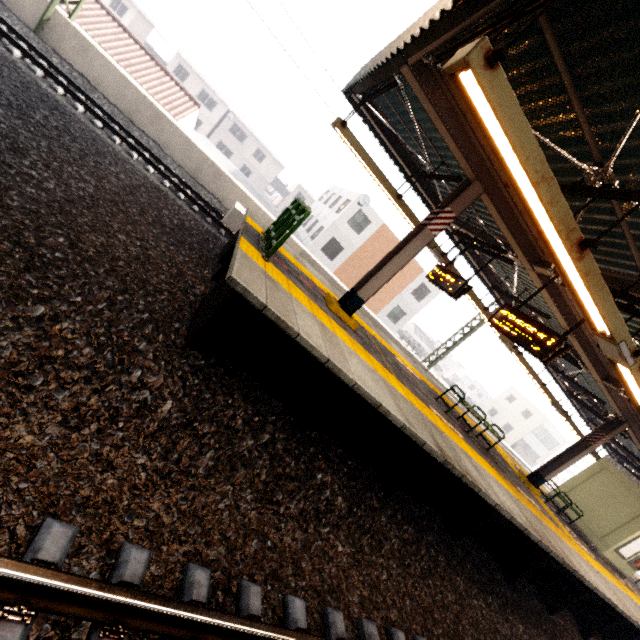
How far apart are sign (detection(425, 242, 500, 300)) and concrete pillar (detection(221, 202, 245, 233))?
5.5m

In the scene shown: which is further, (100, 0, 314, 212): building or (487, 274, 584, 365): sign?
(100, 0, 314, 212): building

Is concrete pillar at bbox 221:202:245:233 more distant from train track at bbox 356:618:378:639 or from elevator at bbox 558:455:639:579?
elevator at bbox 558:455:639:579

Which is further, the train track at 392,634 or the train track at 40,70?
the train track at 40,70

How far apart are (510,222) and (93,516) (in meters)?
7.76

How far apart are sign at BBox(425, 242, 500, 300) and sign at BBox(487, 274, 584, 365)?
1.34m

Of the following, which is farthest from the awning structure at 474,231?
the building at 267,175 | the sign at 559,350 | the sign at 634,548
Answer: the building at 267,175

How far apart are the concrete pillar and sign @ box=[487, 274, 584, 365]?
7.43m
